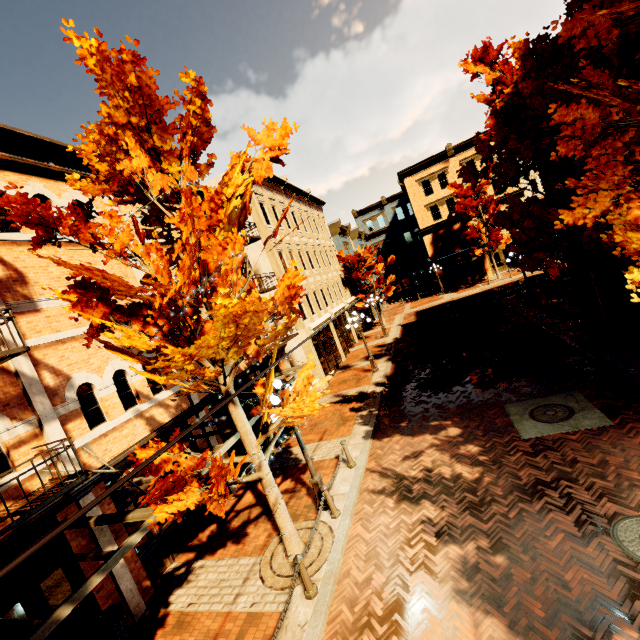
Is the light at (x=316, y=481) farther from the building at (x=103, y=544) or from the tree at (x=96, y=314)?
the building at (x=103, y=544)

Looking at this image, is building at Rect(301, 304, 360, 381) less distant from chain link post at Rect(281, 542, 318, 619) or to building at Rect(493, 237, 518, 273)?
building at Rect(493, 237, 518, 273)

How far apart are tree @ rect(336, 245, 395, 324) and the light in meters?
23.3

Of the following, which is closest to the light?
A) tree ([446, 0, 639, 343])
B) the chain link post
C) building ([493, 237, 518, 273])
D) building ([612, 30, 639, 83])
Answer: tree ([446, 0, 639, 343])

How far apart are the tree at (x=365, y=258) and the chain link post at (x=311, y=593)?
26.5 meters

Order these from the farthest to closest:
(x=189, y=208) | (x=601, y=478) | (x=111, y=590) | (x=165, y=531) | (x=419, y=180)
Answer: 1. (x=419, y=180)
2. (x=165, y=531)
3. (x=111, y=590)
4. (x=601, y=478)
5. (x=189, y=208)

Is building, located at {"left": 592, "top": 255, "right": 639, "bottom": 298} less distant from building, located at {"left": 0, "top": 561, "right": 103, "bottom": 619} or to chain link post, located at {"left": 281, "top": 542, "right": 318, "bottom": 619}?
chain link post, located at {"left": 281, "top": 542, "right": 318, "bottom": 619}

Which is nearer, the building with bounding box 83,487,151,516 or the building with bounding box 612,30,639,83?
the building with bounding box 83,487,151,516
